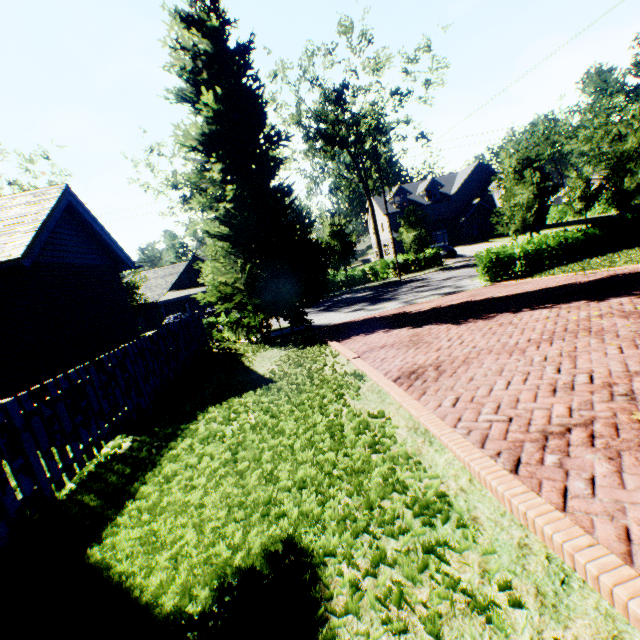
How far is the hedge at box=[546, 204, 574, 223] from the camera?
50.2m

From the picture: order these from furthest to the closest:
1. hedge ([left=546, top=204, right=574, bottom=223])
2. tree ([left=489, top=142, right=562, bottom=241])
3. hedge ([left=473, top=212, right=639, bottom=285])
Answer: hedge ([left=546, top=204, right=574, bottom=223]) < tree ([left=489, top=142, right=562, bottom=241]) < hedge ([left=473, top=212, right=639, bottom=285])

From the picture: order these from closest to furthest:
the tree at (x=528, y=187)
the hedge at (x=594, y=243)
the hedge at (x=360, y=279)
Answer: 1. the hedge at (x=594, y=243)
2. the tree at (x=528, y=187)
3. the hedge at (x=360, y=279)

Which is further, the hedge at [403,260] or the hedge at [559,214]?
the hedge at [559,214]

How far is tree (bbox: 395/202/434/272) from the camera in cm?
2925

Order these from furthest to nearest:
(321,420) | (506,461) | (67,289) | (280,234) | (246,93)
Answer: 1. (280,234)
2. (246,93)
3. (67,289)
4. (321,420)
5. (506,461)

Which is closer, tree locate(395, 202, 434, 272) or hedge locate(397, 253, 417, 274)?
tree locate(395, 202, 434, 272)

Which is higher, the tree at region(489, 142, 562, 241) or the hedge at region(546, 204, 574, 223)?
the tree at region(489, 142, 562, 241)
